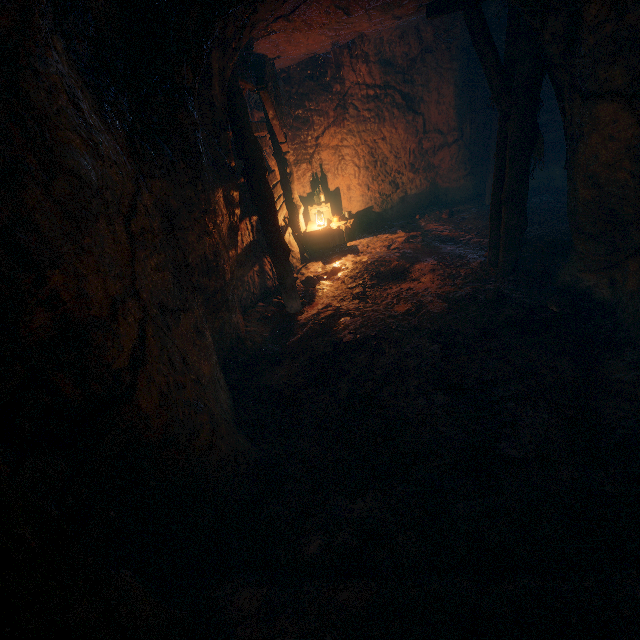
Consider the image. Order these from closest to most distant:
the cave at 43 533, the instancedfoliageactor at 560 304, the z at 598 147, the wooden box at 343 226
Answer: the cave at 43 533
the z at 598 147
the instancedfoliageactor at 560 304
the wooden box at 343 226

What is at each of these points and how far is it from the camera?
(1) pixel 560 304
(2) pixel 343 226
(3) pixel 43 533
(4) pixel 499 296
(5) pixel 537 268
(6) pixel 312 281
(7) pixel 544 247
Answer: (1) instancedfoliageactor, 4.73m
(2) wooden box, 8.95m
(3) cave, 1.16m
(4) instancedfoliageactor, 5.05m
(5) instancedfoliageactor, 5.70m
(6) instancedfoliageactor, 7.23m
(7) instancedfoliageactor, 6.35m

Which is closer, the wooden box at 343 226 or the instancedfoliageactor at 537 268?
the instancedfoliageactor at 537 268

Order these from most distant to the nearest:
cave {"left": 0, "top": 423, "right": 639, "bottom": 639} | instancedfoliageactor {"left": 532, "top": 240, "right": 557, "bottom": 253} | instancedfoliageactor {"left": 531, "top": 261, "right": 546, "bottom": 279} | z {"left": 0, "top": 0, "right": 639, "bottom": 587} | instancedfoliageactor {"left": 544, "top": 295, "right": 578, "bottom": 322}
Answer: instancedfoliageactor {"left": 532, "top": 240, "right": 557, "bottom": 253} < instancedfoliageactor {"left": 531, "top": 261, "right": 546, "bottom": 279} < instancedfoliageactor {"left": 544, "top": 295, "right": 578, "bottom": 322} < z {"left": 0, "top": 0, "right": 639, "bottom": 587} < cave {"left": 0, "top": 423, "right": 639, "bottom": 639}

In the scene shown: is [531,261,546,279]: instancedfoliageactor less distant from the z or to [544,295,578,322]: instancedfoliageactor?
the z

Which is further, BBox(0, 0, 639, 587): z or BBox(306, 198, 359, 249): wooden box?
BBox(306, 198, 359, 249): wooden box

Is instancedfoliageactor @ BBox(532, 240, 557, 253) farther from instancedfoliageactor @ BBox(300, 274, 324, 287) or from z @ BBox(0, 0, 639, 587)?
instancedfoliageactor @ BBox(300, 274, 324, 287)

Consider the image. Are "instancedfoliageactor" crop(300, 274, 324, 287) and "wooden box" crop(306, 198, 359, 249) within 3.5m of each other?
yes
